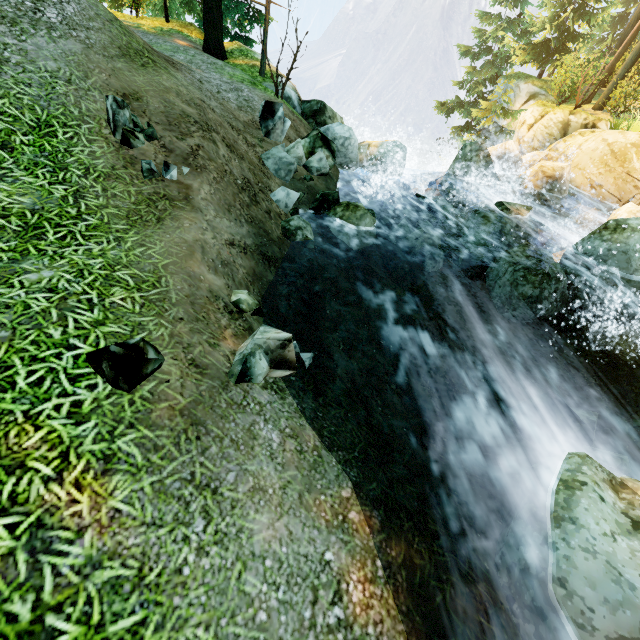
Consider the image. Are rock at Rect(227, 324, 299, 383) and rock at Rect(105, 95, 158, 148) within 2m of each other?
no

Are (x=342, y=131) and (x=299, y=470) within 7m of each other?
no

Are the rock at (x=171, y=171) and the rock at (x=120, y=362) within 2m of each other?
no

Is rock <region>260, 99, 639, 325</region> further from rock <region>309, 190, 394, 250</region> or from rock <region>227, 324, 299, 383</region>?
rock <region>227, 324, 299, 383</region>

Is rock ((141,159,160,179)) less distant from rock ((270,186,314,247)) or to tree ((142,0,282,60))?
rock ((270,186,314,247))

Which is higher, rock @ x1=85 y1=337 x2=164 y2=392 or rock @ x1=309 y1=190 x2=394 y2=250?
rock @ x1=85 y1=337 x2=164 y2=392

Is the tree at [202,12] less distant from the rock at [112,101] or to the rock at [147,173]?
the rock at [112,101]

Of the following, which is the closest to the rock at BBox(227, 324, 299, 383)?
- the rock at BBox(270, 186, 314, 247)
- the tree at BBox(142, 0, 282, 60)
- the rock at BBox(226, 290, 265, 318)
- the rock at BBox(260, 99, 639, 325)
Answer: the rock at BBox(226, 290, 265, 318)
